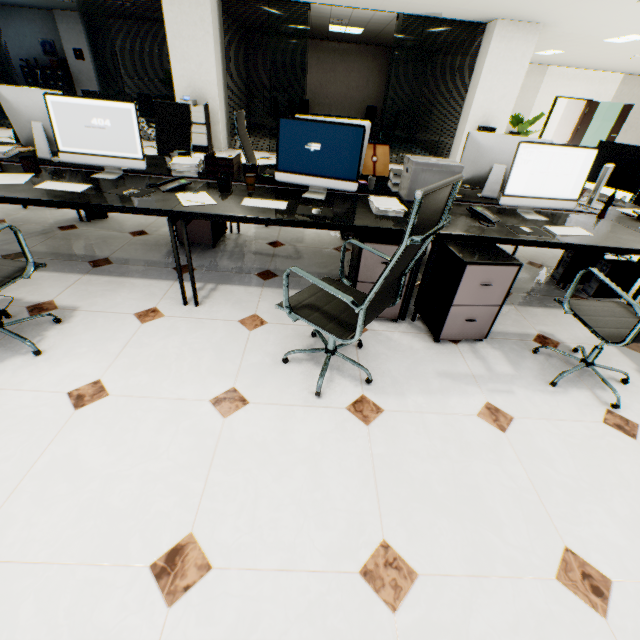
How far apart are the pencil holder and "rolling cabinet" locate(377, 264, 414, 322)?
1.03m

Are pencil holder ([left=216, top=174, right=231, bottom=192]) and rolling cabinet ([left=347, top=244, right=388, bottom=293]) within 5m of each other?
yes

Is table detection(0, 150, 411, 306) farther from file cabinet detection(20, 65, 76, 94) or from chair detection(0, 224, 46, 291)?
file cabinet detection(20, 65, 76, 94)

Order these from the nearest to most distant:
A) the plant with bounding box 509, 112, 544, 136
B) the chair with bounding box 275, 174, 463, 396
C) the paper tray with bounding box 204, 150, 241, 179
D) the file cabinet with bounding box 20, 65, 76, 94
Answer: the chair with bounding box 275, 174, 463, 396
the paper tray with bounding box 204, 150, 241, 179
the plant with bounding box 509, 112, 544, 136
the file cabinet with bounding box 20, 65, 76, 94

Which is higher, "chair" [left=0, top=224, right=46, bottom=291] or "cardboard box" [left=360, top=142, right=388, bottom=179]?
"cardboard box" [left=360, top=142, right=388, bottom=179]

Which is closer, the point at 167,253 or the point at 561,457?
the point at 561,457

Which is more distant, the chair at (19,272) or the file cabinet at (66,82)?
the file cabinet at (66,82)

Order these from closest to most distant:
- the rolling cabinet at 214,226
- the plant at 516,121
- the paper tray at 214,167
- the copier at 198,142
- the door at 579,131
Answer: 1. the paper tray at 214,167
2. the rolling cabinet at 214,226
3. the copier at 198,142
4. the plant at 516,121
5. the door at 579,131
